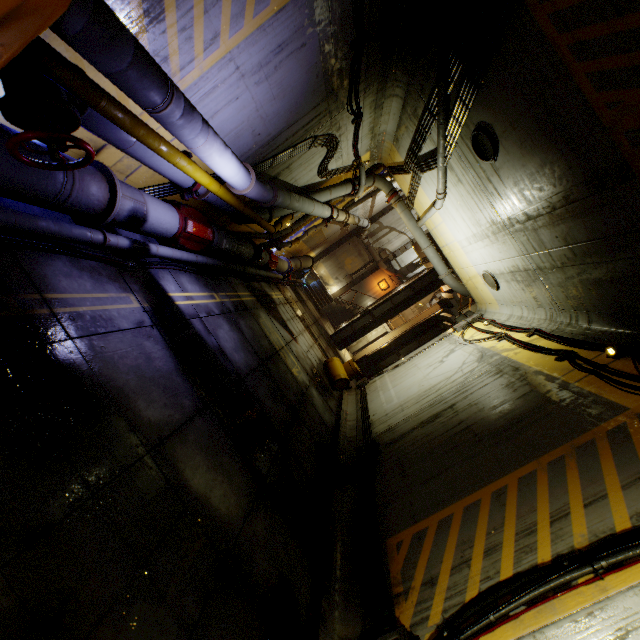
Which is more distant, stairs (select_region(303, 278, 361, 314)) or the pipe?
stairs (select_region(303, 278, 361, 314))

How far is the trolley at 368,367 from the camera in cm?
1931

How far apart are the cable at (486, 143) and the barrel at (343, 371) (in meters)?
8.29

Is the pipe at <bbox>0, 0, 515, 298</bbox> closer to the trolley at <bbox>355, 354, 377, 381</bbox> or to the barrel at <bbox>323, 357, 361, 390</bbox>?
the barrel at <bbox>323, 357, 361, 390</bbox>

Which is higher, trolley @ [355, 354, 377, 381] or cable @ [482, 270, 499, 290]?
cable @ [482, 270, 499, 290]

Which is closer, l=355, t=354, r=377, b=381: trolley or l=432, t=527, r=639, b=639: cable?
l=432, t=527, r=639, b=639: cable

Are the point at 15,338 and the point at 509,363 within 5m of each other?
no

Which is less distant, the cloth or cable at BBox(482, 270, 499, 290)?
the cloth
